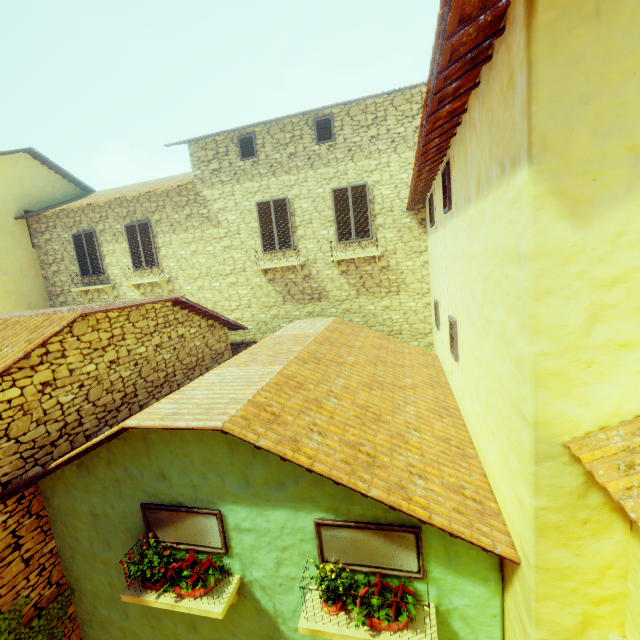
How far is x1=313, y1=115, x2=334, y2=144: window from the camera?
9.4m

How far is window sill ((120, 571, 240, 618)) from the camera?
3.97m

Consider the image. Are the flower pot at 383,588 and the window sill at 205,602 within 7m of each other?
yes

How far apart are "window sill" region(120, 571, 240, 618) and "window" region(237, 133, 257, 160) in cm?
1028

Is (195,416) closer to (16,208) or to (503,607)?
(503,607)

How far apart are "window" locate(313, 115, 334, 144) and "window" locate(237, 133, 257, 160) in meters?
1.9

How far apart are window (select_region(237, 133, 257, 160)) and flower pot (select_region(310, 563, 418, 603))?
10.7m

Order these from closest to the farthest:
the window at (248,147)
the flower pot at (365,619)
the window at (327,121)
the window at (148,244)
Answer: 1. the flower pot at (365,619)
2. the window at (327,121)
3. the window at (248,147)
4. the window at (148,244)
